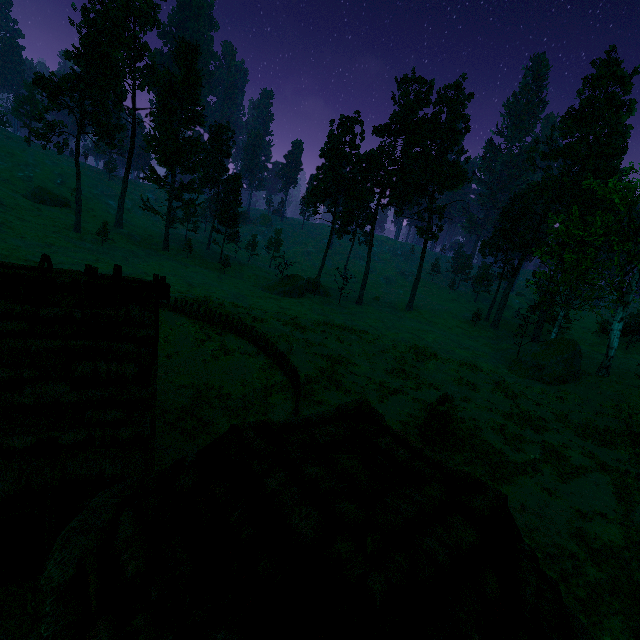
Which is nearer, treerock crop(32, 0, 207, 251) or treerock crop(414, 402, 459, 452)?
treerock crop(414, 402, 459, 452)

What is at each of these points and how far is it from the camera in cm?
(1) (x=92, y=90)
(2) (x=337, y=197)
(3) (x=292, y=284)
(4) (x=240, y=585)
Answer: (1) treerock, 4716
(2) treerock, 5634
(3) treerock, 4956
(4) building, 344

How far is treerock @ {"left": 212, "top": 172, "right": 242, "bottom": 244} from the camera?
56.9m

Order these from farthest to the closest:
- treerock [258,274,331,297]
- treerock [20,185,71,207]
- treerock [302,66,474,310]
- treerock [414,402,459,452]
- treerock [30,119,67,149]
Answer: treerock [20,185,71,207], treerock [258,274,331,297], treerock [302,66,474,310], treerock [30,119,67,149], treerock [414,402,459,452]

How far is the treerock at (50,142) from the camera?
42.5 meters
